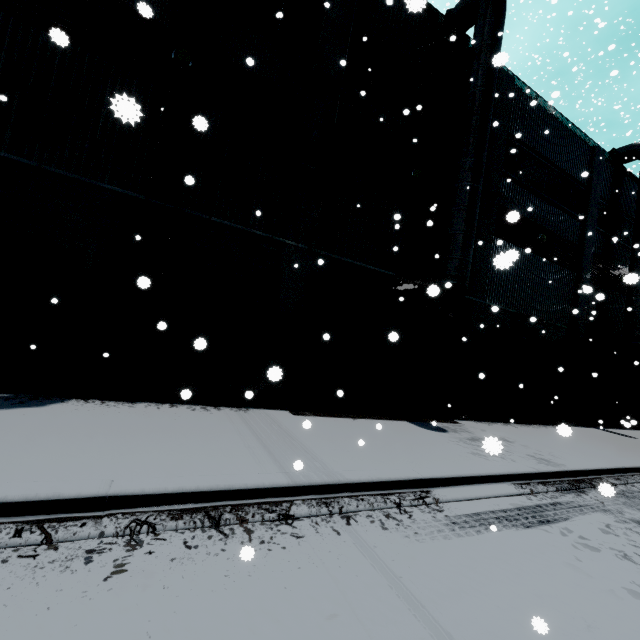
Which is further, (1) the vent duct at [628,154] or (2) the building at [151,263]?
(1) the vent duct at [628,154]

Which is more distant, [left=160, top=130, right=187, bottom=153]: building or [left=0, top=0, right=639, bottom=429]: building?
[left=160, top=130, right=187, bottom=153]: building

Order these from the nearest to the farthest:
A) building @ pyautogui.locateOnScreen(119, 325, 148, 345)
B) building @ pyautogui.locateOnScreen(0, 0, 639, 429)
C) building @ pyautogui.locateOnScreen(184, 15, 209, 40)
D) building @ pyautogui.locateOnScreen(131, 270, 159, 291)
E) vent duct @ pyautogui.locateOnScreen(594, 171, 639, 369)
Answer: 1. building @ pyautogui.locateOnScreen(131, 270, 159, 291)
2. building @ pyautogui.locateOnScreen(0, 0, 639, 429)
3. building @ pyautogui.locateOnScreen(119, 325, 148, 345)
4. building @ pyautogui.locateOnScreen(184, 15, 209, 40)
5. vent duct @ pyautogui.locateOnScreen(594, 171, 639, 369)

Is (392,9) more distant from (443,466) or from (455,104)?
(443,466)

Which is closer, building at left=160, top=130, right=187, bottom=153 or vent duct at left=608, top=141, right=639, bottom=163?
building at left=160, top=130, right=187, bottom=153

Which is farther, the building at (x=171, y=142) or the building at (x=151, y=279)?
the building at (x=171, y=142)

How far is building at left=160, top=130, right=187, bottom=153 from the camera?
8.1m
